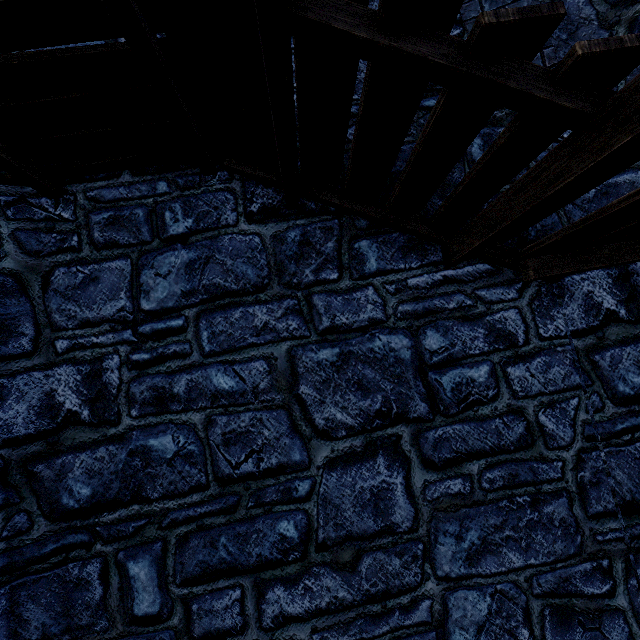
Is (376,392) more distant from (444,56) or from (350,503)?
(444,56)
